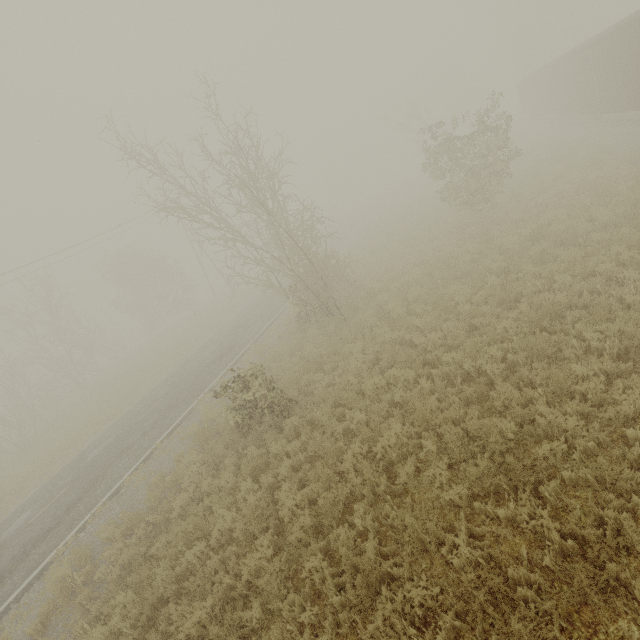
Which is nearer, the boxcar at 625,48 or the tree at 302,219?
the tree at 302,219

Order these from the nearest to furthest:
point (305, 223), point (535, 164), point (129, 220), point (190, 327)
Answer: point (305, 223)
point (535, 164)
point (129, 220)
point (190, 327)

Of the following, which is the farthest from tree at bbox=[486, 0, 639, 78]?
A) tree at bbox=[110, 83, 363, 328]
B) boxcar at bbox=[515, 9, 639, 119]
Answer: tree at bbox=[110, 83, 363, 328]

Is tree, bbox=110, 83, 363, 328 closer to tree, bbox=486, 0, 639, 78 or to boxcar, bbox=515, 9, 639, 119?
boxcar, bbox=515, 9, 639, 119

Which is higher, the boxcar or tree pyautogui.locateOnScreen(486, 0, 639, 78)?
tree pyautogui.locateOnScreen(486, 0, 639, 78)

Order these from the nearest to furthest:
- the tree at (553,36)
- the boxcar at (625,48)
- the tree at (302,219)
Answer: the tree at (302,219) → the boxcar at (625,48) → the tree at (553,36)

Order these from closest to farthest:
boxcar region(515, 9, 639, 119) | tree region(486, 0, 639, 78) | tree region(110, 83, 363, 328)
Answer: tree region(110, 83, 363, 328) → boxcar region(515, 9, 639, 119) → tree region(486, 0, 639, 78)
